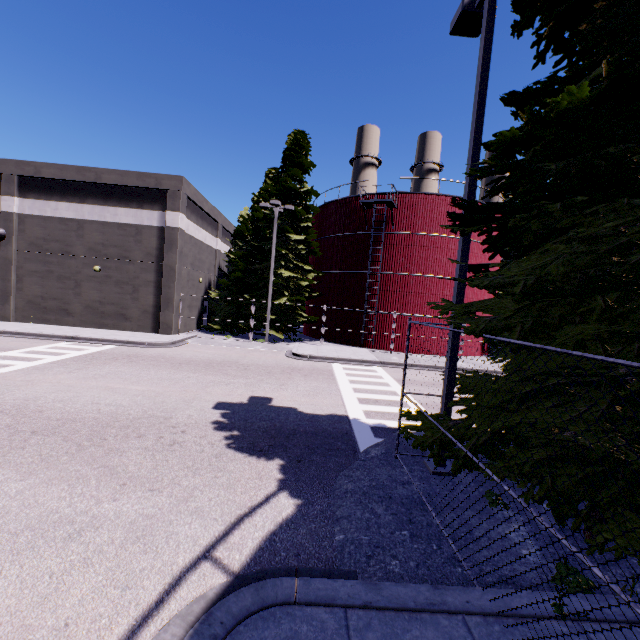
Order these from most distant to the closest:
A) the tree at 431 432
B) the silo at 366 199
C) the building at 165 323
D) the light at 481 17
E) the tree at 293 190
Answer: the tree at 293 190 → the silo at 366 199 → the building at 165 323 → the light at 481 17 → the tree at 431 432

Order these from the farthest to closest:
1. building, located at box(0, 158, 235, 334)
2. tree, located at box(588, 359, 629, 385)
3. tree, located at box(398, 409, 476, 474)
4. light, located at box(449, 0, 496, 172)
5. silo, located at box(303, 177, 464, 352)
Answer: silo, located at box(303, 177, 464, 352) → building, located at box(0, 158, 235, 334) → light, located at box(449, 0, 496, 172) → tree, located at box(398, 409, 476, 474) → tree, located at box(588, 359, 629, 385)

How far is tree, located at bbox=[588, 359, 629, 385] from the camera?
3.1 meters

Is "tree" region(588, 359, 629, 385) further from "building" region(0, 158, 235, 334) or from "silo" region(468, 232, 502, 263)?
"building" region(0, 158, 235, 334)

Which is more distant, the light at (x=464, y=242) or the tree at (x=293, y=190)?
the tree at (x=293, y=190)

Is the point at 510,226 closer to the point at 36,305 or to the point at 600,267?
the point at 600,267

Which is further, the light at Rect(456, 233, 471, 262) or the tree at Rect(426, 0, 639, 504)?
the light at Rect(456, 233, 471, 262)

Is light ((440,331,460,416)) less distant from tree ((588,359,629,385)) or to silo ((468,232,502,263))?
tree ((588,359,629,385))
